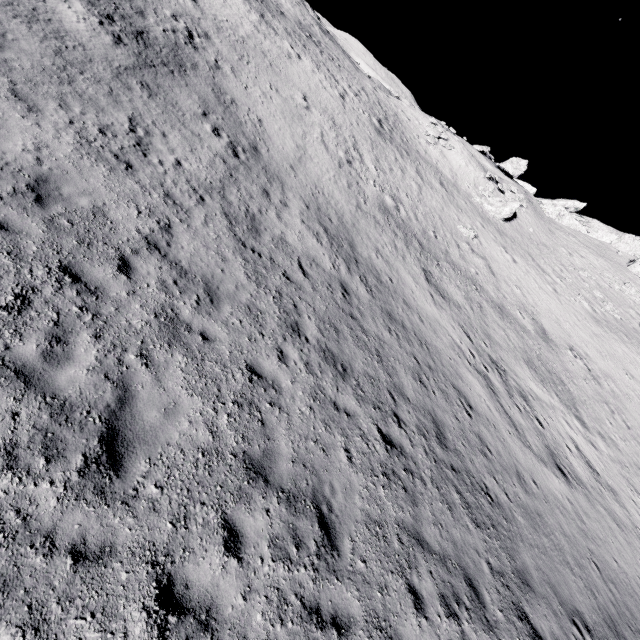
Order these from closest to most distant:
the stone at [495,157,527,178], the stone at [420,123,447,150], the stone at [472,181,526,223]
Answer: the stone at [472,181,526,223]
the stone at [420,123,447,150]
the stone at [495,157,527,178]

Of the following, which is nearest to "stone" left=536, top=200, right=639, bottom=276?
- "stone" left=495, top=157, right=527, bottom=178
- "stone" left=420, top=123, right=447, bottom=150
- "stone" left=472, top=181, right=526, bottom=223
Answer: "stone" left=495, top=157, right=527, bottom=178

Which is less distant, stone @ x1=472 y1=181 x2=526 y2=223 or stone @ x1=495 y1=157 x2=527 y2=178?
stone @ x1=472 y1=181 x2=526 y2=223

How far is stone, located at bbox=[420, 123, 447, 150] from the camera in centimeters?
3600cm

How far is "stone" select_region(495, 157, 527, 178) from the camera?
48.81m

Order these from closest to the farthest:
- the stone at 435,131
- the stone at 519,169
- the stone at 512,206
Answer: the stone at 512,206 → the stone at 435,131 → the stone at 519,169

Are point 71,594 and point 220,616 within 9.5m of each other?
yes

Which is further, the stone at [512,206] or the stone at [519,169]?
the stone at [519,169]
